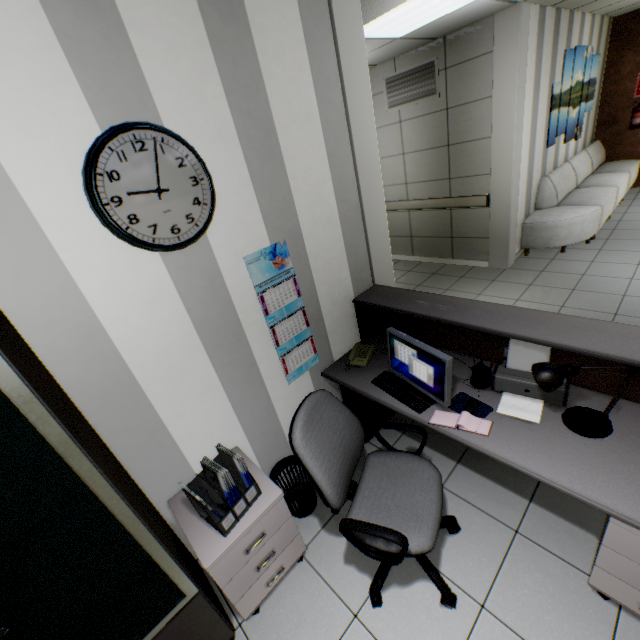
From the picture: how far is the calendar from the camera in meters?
2.1

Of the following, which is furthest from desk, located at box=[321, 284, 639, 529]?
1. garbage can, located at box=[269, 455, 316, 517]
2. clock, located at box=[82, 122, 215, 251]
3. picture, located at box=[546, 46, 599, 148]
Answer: picture, located at box=[546, 46, 599, 148]

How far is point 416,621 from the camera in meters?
1.8

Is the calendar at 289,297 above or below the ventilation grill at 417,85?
below

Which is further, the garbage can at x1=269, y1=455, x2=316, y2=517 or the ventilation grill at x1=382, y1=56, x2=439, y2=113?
the ventilation grill at x1=382, y1=56, x2=439, y2=113

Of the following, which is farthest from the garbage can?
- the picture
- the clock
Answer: the picture

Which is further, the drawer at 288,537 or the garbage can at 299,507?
the garbage can at 299,507

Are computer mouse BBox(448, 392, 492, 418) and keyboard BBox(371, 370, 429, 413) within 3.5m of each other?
yes
